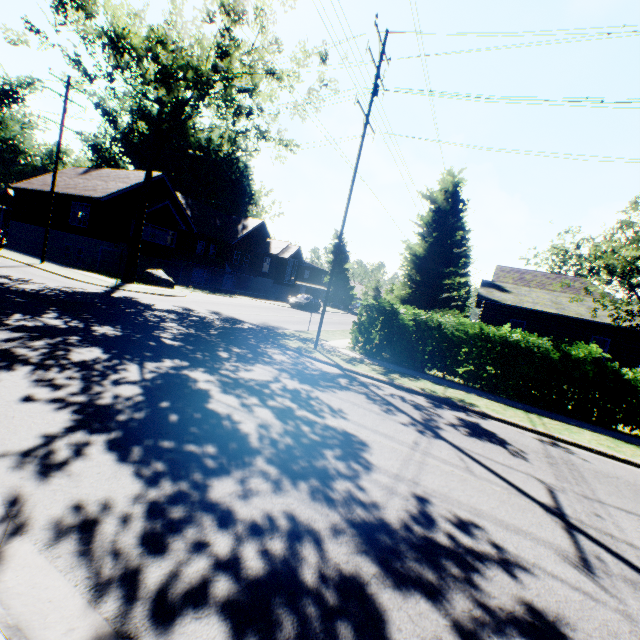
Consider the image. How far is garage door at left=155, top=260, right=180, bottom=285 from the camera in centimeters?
3378cm

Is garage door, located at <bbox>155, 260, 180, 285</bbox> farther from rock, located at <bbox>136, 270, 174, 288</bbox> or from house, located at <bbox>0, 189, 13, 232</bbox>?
house, located at <bbox>0, 189, 13, 232</bbox>

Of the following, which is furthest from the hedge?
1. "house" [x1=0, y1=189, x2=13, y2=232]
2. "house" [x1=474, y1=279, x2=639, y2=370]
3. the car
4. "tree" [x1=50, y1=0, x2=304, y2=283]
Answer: "house" [x1=0, y1=189, x2=13, y2=232]

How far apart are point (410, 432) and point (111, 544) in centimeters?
519cm

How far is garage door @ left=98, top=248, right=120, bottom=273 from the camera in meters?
28.6 m

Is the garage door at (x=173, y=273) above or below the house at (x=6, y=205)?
below

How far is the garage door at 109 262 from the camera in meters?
28.6

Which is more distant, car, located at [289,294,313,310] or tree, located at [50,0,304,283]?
car, located at [289,294,313,310]
